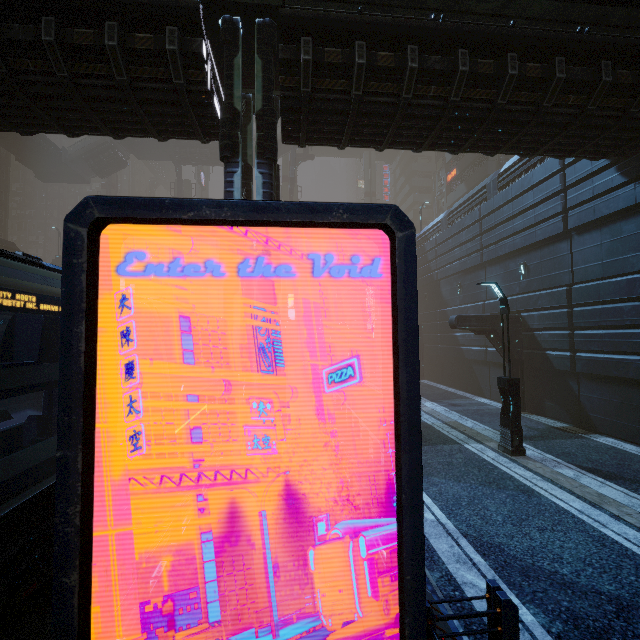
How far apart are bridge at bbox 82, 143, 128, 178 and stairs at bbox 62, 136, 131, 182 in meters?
0.0

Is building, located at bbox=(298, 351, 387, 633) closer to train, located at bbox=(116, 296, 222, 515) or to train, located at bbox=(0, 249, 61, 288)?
train, located at bbox=(116, 296, 222, 515)

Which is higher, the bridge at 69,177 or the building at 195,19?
the bridge at 69,177

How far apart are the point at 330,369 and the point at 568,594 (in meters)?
33.37

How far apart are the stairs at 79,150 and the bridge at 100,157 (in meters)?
0.01

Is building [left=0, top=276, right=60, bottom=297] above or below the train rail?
above

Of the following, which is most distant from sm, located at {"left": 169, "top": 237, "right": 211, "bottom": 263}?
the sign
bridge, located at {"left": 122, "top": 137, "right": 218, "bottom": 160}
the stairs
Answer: the sign

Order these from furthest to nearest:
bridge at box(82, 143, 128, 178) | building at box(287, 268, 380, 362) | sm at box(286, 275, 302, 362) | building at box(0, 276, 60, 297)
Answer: sm at box(286, 275, 302, 362), bridge at box(82, 143, 128, 178), building at box(287, 268, 380, 362), building at box(0, 276, 60, 297)
